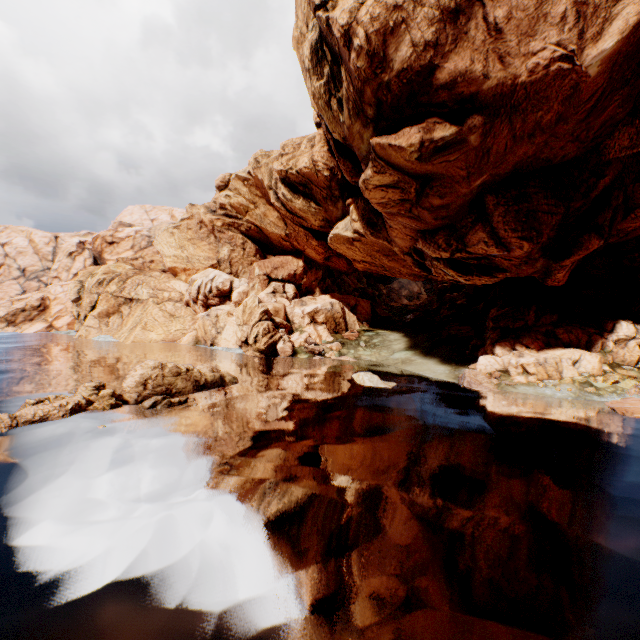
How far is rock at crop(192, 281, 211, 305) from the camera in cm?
5931

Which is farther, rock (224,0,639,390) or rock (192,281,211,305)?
rock (192,281,211,305)

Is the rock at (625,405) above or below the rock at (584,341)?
below

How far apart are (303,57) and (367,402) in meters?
28.4 m

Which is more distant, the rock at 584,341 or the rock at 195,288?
the rock at 195,288

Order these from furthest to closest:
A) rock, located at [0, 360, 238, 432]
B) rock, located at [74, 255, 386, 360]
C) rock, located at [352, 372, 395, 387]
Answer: rock, located at [74, 255, 386, 360], rock, located at [352, 372, 395, 387], rock, located at [0, 360, 238, 432]
